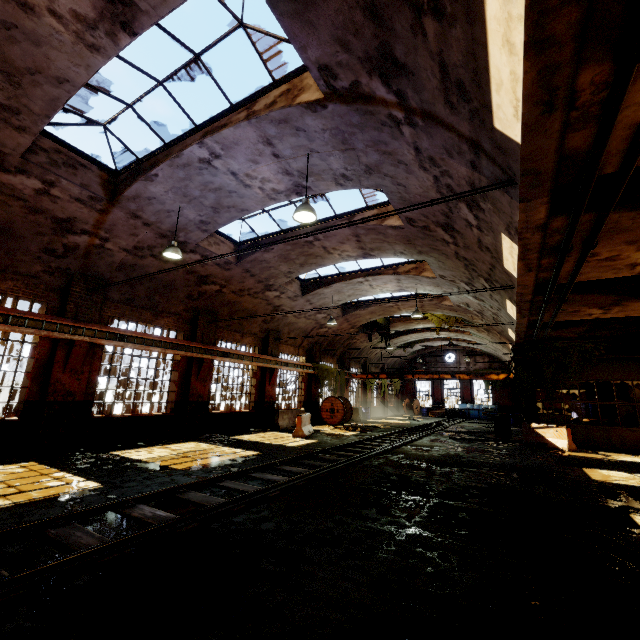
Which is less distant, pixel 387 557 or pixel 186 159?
pixel 387 557

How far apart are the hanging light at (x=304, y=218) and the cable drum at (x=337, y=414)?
15.87m

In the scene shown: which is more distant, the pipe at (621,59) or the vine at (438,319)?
the vine at (438,319)

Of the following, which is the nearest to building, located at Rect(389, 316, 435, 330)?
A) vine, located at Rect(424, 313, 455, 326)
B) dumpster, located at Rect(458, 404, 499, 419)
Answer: vine, located at Rect(424, 313, 455, 326)

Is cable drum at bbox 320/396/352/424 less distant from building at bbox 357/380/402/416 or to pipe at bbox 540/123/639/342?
building at bbox 357/380/402/416

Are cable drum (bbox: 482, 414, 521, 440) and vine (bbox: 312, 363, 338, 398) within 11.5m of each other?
yes

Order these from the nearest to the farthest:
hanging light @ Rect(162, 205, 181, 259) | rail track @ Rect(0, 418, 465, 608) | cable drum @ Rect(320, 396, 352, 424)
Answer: rail track @ Rect(0, 418, 465, 608), hanging light @ Rect(162, 205, 181, 259), cable drum @ Rect(320, 396, 352, 424)

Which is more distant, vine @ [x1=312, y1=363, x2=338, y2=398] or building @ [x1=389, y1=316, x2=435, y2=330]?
building @ [x1=389, y1=316, x2=435, y2=330]
